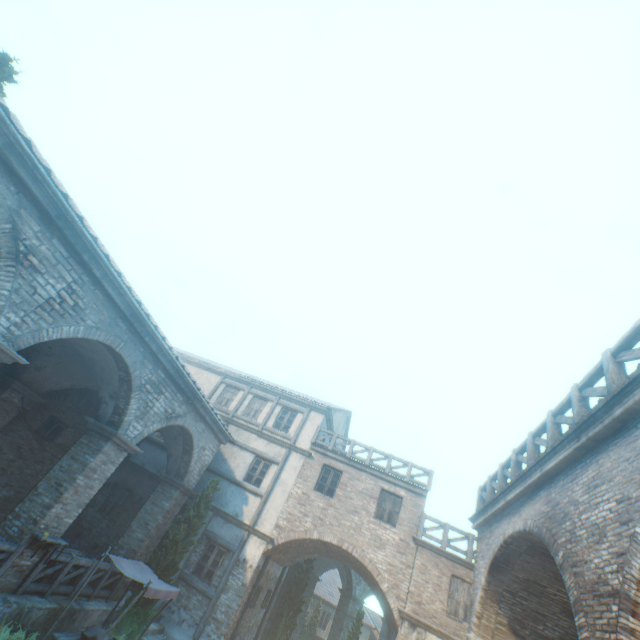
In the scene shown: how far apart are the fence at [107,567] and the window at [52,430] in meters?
5.7 m

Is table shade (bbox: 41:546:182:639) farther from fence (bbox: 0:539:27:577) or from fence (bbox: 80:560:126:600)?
fence (bbox: 0:539:27:577)

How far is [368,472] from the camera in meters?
15.8 m

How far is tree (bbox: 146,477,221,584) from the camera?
11.6m

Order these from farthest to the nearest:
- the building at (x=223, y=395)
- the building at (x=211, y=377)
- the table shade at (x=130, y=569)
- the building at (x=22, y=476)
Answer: the building at (x=223, y=395) → the table shade at (x=130, y=569) → the building at (x=22, y=476) → the building at (x=211, y=377)

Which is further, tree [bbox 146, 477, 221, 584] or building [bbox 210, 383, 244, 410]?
building [bbox 210, 383, 244, 410]

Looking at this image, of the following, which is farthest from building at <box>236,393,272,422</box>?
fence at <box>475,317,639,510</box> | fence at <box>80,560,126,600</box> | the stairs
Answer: fence at <box>475,317,639,510</box>

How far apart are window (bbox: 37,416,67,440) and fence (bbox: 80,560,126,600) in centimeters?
572cm
